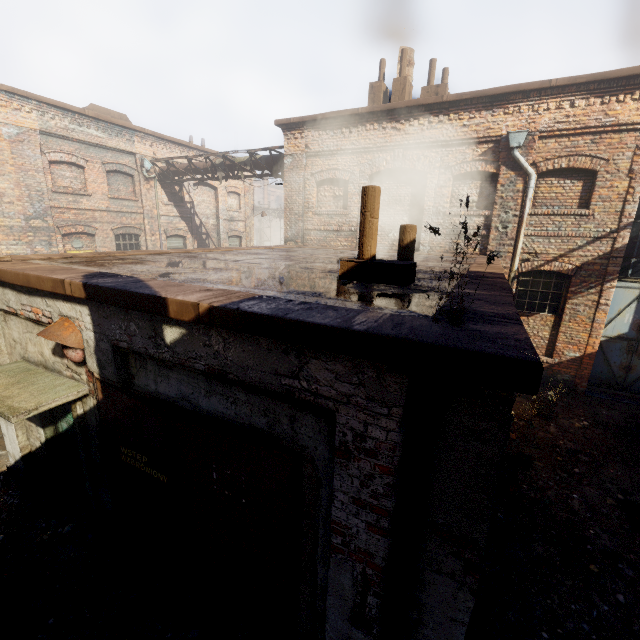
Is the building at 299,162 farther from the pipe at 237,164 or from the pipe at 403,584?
the pipe at 403,584

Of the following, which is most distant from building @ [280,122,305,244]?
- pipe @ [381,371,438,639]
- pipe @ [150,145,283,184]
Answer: pipe @ [381,371,438,639]

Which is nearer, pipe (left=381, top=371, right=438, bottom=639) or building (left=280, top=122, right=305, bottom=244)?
pipe (left=381, top=371, right=438, bottom=639)

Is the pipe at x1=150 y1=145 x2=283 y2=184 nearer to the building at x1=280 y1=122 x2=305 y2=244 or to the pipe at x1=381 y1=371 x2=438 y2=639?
the building at x1=280 y1=122 x2=305 y2=244

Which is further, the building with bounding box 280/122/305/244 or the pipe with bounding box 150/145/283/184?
the pipe with bounding box 150/145/283/184

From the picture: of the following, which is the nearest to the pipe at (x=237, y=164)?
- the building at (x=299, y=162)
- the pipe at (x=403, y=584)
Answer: the building at (x=299, y=162)

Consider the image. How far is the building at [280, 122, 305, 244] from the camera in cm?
1134

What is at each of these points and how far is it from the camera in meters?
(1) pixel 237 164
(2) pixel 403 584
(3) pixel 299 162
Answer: (1) pipe, 13.3
(2) pipe, 2.1
(3) building, 11.5
